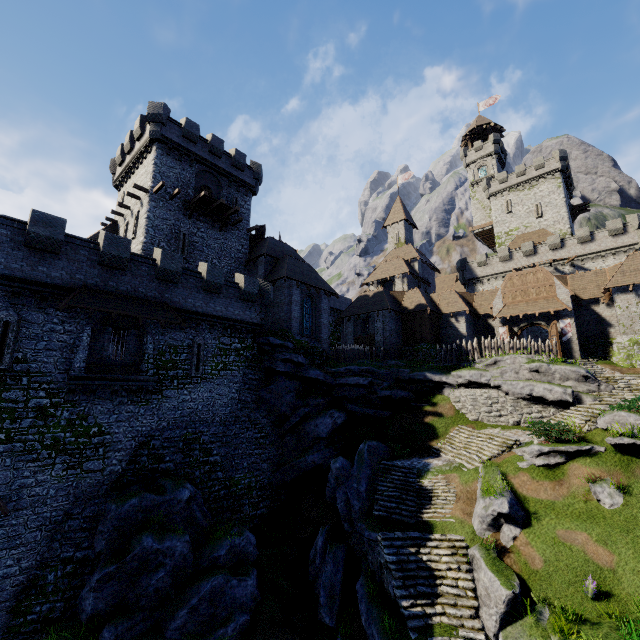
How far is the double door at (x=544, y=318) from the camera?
28.4m

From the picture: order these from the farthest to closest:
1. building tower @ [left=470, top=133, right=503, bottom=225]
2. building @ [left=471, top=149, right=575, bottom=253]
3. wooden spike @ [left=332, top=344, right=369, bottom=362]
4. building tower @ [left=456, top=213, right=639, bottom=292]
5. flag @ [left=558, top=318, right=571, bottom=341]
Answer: building tower @ [left=470, top=133, right=503, bottom=225] → building @ [left=471, top=149, right=575, bottom=253] → building tower @ [left=456, top=213, right=639, bottom=292] → wooden spike @ [left=332, top=344, right=369, bottom=362] → flag @ [left=558, top=318, right=571, bottom=341]

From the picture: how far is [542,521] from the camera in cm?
1449

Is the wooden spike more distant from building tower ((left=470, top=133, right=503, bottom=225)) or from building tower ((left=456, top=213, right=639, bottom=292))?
building tower ((left=470, top=133, right=503, bottom=225))

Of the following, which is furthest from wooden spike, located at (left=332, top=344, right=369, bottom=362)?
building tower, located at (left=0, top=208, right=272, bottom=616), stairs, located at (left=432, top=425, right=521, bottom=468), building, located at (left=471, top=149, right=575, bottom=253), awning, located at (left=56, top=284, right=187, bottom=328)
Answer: building, located at (left=471, top=149, right=575, bottom=253)

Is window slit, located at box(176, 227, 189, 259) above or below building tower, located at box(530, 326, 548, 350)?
above

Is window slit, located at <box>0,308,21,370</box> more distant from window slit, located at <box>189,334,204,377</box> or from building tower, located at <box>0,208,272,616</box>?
window slit, located at <box>189,334,204,377</box>

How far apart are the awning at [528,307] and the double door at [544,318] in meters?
0.5 m
